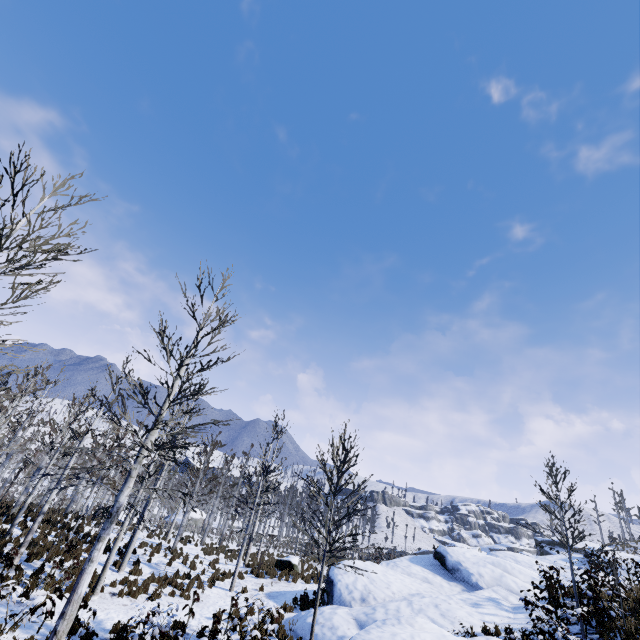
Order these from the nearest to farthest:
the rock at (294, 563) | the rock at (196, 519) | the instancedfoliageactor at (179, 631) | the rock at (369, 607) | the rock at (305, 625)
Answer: the rock at (369, 607), the instancedfoliageactor at (179, 631), the rock at (305, 625), the rock at (294, 563), the rock at (196, 519)

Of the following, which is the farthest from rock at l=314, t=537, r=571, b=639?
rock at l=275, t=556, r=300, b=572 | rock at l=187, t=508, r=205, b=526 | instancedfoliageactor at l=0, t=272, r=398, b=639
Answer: rock at l=187, t=508, r=205, b=526

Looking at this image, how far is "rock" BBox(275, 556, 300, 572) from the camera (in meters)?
20.12

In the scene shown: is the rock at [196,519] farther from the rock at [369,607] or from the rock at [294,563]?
the rock at [369,607]

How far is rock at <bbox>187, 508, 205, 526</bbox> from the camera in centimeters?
5405cm

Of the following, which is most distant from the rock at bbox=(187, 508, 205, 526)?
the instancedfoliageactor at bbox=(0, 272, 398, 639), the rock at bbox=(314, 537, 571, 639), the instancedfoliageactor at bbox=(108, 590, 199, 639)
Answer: the instancedfoliageactor at bbox=(108, 590, 199, 639)

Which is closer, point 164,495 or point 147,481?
point 147,481

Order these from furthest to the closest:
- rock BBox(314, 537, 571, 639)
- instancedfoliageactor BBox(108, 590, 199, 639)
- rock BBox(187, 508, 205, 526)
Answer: rock BBox(187, 508, 205, 526) → instancedfoliageactor BBox(108, 590, 199, 639) → rock BBox(314, 537, 571, 639)
